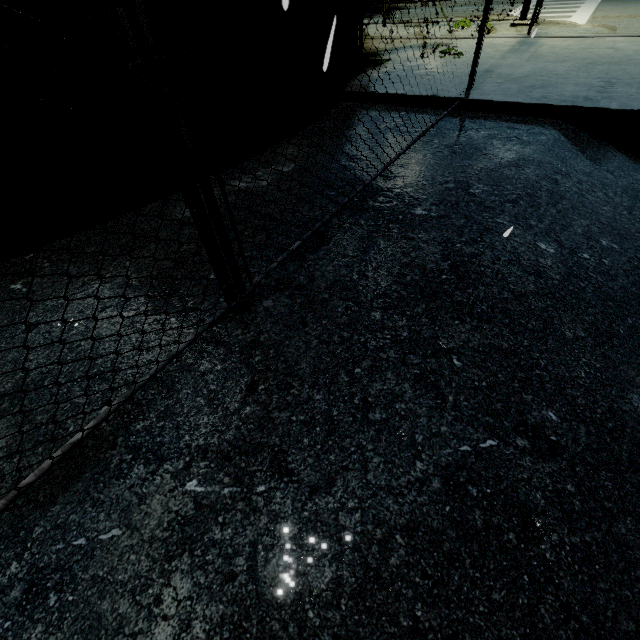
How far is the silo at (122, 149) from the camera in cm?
297

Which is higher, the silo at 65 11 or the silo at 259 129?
the silo at 65 11

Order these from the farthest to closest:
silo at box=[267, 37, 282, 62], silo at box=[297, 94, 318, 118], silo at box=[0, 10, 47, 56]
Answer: silo at box=[297, 94, 318, 118], silo at box=[267, 37, 282, 62], silo at box=[0, 10, 47, 56]

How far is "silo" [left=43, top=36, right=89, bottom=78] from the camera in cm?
239

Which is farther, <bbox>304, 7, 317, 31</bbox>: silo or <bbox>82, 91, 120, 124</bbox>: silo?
<bbox>304, 7, 317, 31</bbox>: silo

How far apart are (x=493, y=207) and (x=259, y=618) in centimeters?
308cm
